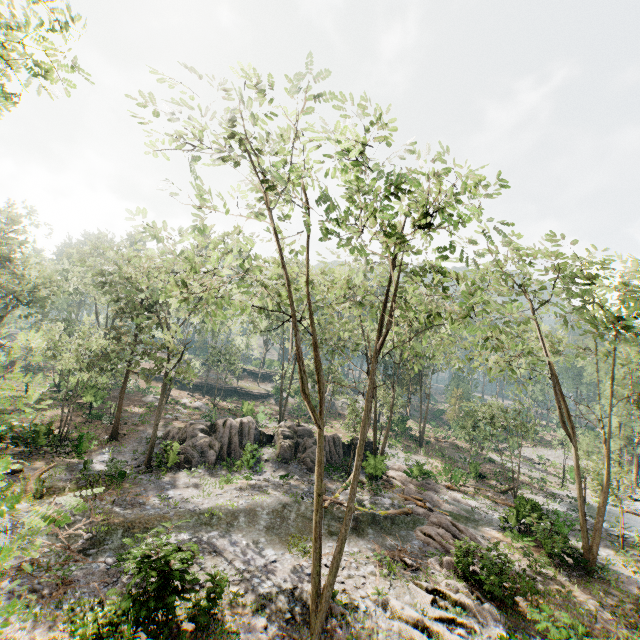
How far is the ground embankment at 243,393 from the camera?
52.4m

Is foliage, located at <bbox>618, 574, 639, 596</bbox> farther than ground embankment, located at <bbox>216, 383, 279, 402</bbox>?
No

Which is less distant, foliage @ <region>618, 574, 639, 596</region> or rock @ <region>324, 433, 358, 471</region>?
foliage @ <region>618, 574, 639, 596</region>

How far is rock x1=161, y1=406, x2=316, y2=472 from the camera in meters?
23.4

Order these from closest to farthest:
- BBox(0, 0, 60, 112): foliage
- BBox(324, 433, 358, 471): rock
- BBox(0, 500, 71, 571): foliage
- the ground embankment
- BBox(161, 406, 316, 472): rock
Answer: BBox(0, 500, 71, 571): foliage < BBox(0, 0, 60, 112): foliage < BBox(161, 406, 316, 472): rock < BBox(324, 433, 358, 471): rock < the ground embankment

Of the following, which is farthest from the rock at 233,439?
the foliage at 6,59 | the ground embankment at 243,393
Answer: the ground embankment at 243,393

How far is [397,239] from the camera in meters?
10.9
